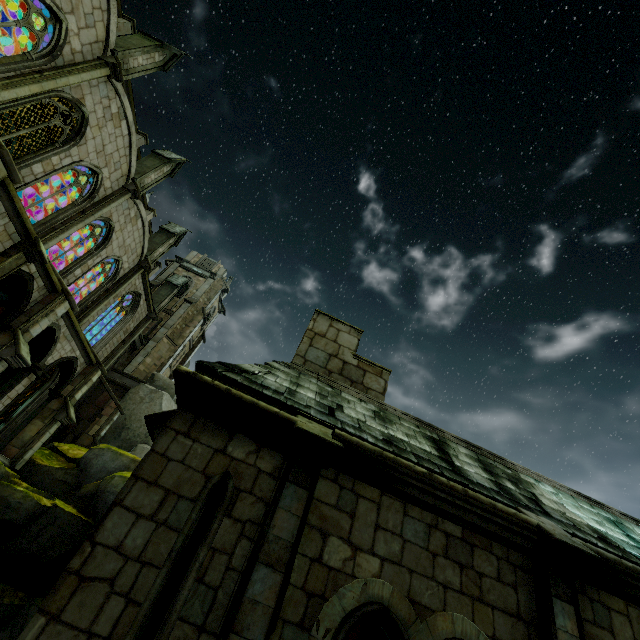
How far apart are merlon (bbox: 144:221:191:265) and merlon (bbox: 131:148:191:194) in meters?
4.6 m

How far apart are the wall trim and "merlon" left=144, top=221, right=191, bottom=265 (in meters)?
9.01

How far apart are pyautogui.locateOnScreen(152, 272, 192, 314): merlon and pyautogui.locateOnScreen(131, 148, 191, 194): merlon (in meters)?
10.58

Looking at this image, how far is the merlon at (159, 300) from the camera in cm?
2800

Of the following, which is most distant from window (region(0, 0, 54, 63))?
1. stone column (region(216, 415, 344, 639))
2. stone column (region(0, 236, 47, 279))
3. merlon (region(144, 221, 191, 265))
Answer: stone column (region(216, 415, 344, 639))

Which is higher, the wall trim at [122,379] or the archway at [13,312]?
the wall trim at [122,379]

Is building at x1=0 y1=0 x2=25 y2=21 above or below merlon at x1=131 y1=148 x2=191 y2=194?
above

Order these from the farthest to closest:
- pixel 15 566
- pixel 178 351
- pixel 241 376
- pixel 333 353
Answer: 1. pixel 178 351
2. pixel 15 566
3. pixel 333 353
4. pixel 241 376
